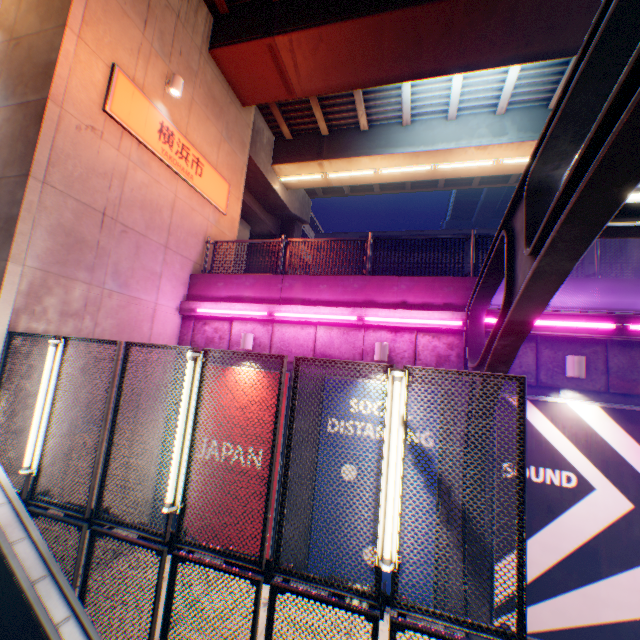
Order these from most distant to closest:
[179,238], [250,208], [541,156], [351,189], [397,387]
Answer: [351,189], [250,208], [179,238], [397,387], [541,156]

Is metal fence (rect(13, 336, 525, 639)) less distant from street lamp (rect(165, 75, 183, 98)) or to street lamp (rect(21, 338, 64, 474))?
street lamp (rect(21, 338, 64, 474))

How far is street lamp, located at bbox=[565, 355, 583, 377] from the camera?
6.06m

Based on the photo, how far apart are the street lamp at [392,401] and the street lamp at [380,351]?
3.6 meters

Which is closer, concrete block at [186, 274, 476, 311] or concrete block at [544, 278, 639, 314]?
concrete block at [544, 278, 639, 314]

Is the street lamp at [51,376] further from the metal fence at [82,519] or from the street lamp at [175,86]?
the street lamp at [175,86]

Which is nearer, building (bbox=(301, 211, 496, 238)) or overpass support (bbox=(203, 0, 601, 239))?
overpass support (bbox=(203, 0, 601, 239))

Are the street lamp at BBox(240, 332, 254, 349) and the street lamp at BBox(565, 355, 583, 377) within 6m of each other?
no
